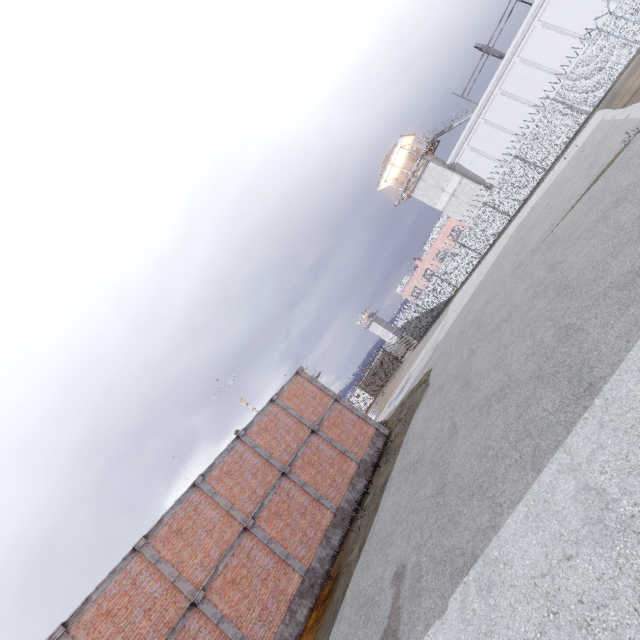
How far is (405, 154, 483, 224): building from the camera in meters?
34.8 m

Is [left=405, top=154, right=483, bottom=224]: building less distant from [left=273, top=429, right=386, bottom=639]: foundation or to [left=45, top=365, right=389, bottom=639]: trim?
[left=45, top=365, right=389, bottom=639]: trim

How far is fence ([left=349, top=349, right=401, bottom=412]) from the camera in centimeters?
4138cm

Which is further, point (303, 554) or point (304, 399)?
point (304, 399)

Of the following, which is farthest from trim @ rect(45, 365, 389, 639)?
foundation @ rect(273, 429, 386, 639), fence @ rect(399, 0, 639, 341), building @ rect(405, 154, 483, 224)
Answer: building @ rect(405, 154, 483, 224)

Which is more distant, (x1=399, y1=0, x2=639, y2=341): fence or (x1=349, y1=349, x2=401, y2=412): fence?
(x1=349, y1=349, x2=401, y2=412): fence

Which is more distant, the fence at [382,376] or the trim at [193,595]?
the fence at [382,376]

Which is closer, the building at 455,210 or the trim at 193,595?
the trim at 193,595
